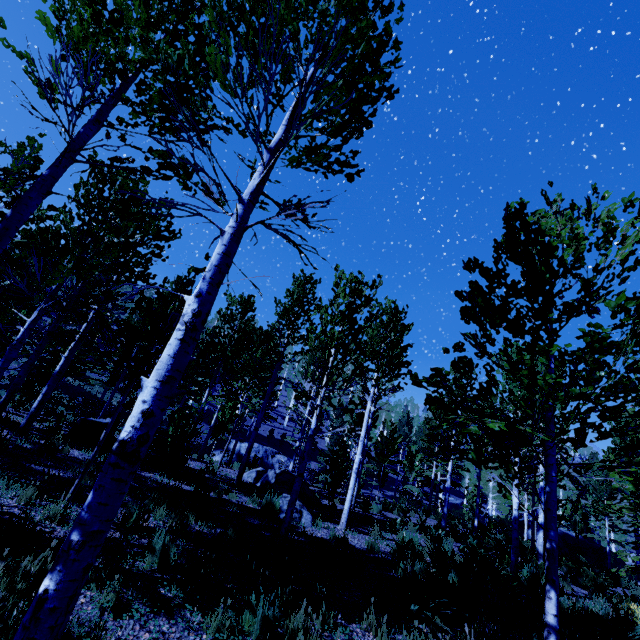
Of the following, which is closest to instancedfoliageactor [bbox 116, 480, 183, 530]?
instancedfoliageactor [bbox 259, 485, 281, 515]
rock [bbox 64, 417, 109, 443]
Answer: rock [bbox 64, 417, 109, 443]

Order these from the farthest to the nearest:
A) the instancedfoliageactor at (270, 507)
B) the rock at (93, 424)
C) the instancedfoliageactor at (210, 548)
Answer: the rock at (93, 424), the instancedfoliageactor at (270, 507), the instancedfoliageactor at (210, 548)

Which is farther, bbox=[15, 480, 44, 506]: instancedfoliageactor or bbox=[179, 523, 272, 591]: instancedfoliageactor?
bbox=[15, 480, 44, 506]: instancedfoliageactor

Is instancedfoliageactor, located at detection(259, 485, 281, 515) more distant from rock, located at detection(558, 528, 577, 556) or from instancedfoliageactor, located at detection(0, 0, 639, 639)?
rock, located at detection(558, 528, 577, 556)

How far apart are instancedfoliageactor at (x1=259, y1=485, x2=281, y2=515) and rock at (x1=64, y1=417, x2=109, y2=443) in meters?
5.4 m

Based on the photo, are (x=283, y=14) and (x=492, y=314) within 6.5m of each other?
yes

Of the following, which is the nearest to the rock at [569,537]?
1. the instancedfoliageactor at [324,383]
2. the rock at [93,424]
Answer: the instancedfoliageactor at [324,383]

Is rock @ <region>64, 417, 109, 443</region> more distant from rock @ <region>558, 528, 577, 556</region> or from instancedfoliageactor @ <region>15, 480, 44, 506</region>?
rock @ <region>558, 528, 577, 556</region>
